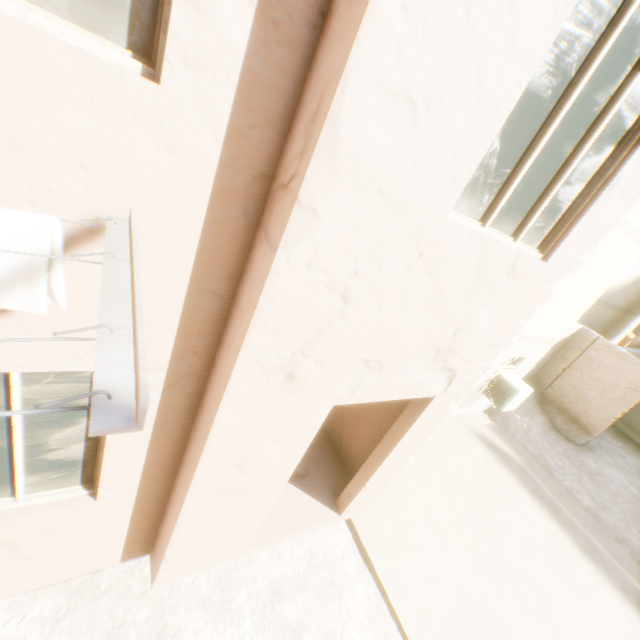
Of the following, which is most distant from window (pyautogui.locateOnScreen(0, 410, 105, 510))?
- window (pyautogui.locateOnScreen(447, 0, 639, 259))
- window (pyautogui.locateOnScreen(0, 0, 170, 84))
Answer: window (pyautogui.locateOnScreen(447, 0, 639, 259))

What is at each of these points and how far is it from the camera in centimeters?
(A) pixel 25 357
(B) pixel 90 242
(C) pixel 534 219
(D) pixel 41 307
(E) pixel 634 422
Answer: (A) building, 175cm
(B) building, 156cm
(C) window, 253cm
(D) clothesline, 147cm
(E) building, 1302cm

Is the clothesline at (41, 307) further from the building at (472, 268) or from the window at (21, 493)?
the window at (21, 493)

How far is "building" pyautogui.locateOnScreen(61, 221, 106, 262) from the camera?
1.49m

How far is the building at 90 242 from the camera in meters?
1.5

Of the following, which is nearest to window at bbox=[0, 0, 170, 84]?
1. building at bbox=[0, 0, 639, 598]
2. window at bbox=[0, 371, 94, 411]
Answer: building at bbox=[0, 0, 639, 598]

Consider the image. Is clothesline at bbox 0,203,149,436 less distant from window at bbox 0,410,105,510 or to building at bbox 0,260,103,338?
building at bbox 0,260,103,338
